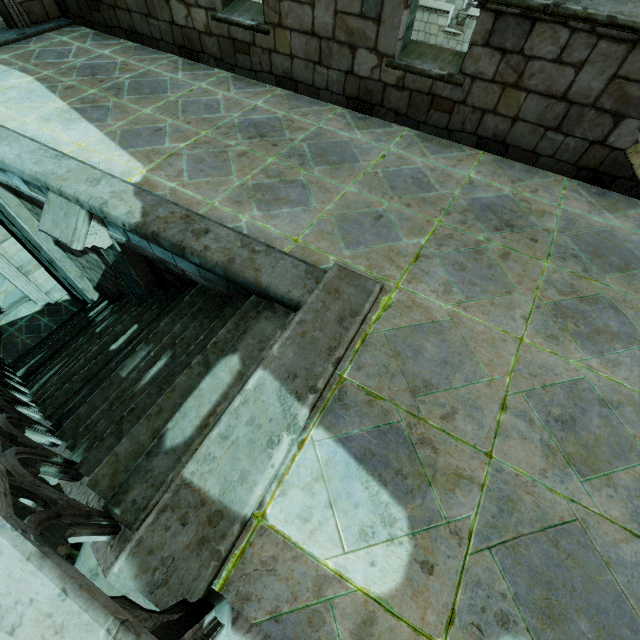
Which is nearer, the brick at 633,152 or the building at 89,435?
the building at 89,435

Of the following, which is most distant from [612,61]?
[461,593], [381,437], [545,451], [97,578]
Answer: [97,578]

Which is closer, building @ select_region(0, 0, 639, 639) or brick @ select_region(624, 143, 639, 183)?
building @ select_region(0, 0, 639, 639)
